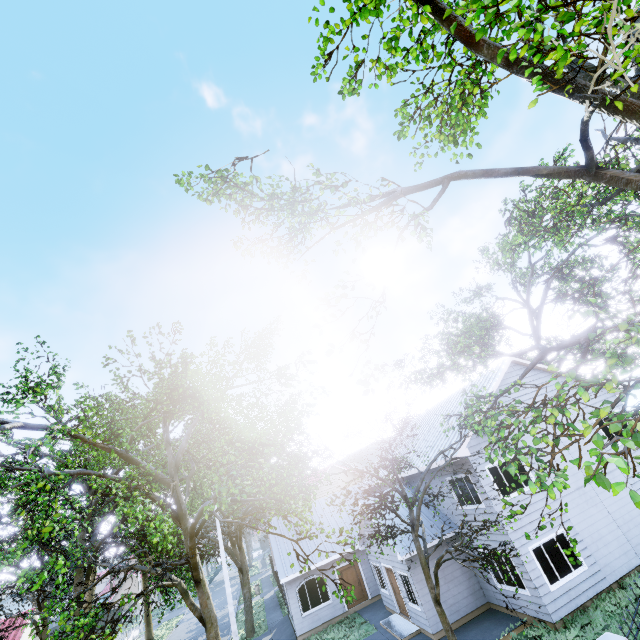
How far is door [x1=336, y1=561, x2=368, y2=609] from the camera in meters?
20.0

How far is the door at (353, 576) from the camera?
20.0m

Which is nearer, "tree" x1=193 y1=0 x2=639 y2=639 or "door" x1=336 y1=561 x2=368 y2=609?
"tree" x1=193 y1=0 x2=639 y2=639

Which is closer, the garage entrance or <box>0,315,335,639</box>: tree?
<box>0,315,335,639</box>: tree

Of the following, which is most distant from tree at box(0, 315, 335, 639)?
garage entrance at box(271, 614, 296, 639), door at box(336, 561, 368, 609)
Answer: door at box(336, 561, 368, 609)

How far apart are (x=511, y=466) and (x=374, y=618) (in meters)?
19.94

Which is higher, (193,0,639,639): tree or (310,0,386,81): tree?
(310,0,386,81): tree

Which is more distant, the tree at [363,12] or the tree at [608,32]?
the tree at [363,12]
